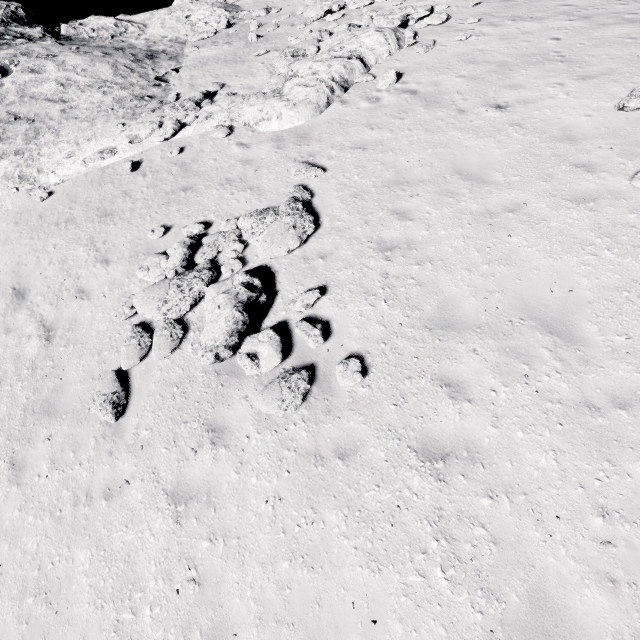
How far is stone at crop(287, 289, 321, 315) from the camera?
6.6m

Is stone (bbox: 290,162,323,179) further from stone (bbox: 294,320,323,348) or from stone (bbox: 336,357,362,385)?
stone (bbox: 336,357,362,385)

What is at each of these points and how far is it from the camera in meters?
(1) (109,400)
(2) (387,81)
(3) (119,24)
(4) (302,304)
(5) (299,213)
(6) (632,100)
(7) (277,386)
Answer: (1) stone, 6.4 m
(2) stone, 11.2 m
(3) stone, 21.1 m
(4) stone, 6.6 m
(5) stone, 8.0 m
(6) stone, 7.6 m
(7) stone, 5.8 m

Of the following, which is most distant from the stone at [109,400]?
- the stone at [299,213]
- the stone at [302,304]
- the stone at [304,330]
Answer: the stone at [304,330]

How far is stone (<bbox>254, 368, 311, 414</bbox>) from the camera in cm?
566

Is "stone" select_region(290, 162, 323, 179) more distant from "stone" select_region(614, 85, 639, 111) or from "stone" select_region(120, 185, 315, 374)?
"stone" select_region(614, 85, 639, 111)

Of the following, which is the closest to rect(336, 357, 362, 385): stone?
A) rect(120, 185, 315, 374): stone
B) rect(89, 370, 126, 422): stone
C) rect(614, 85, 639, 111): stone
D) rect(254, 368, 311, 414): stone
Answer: rect(254, 368, 311, 414): stone

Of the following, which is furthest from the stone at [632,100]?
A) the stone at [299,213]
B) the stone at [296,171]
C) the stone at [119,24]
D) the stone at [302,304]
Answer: the stone at [299,213]
